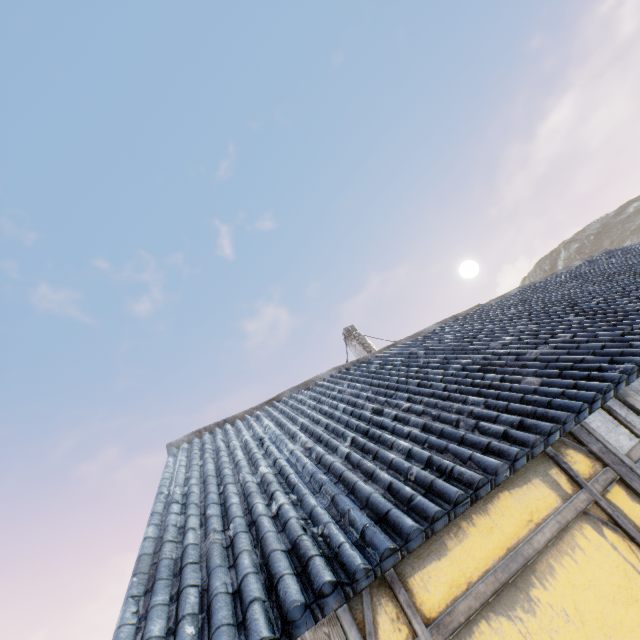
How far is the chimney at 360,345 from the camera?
11.2 meters

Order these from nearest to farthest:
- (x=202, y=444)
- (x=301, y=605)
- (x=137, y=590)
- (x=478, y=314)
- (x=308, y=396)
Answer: (x=301, y=605)
(x=137, y=590)
(x=202, y=444)
(x=308, y=396)
(x=478, y=314)

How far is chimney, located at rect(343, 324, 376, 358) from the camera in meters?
11.2 m

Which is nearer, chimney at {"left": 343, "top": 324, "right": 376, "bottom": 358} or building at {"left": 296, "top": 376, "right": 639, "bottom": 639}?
building at {"left": 296, "top": 376, "right": 639, "bottom": 639}

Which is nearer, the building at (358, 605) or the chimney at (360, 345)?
the building at (358, 605)

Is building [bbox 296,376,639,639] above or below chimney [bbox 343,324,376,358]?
below
